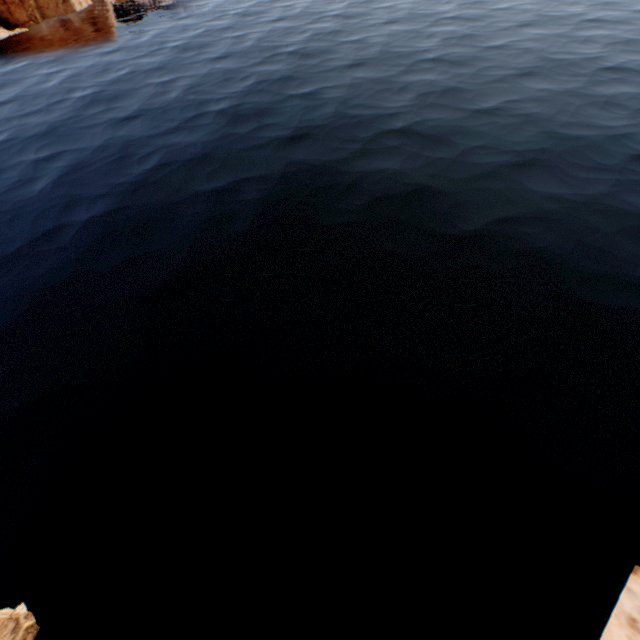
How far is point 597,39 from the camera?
42.16m
